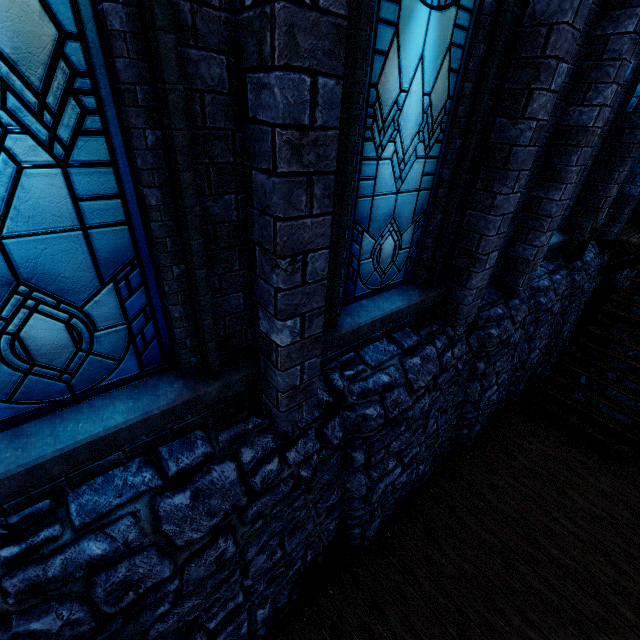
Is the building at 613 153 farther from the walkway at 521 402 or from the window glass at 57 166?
the walkway at 521 402

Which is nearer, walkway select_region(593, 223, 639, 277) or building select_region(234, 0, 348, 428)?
building select_region(234, 0, 348, 428)

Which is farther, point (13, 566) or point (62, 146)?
point (13, 566)

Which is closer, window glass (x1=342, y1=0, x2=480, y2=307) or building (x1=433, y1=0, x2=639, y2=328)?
window glass (x1=342, y1=0, x2=480, y2=307)

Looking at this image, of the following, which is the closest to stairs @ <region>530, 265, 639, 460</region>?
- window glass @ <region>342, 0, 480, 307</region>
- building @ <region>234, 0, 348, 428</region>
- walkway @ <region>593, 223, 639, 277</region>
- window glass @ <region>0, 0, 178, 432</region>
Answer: walkway @ <region>593, 223, 639, 277</region>

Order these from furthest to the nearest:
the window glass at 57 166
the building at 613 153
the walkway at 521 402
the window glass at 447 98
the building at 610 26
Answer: the building at 613 153
the walkway at 521 402
the building at 610 26
the window glass at 447 98
the window glass at 57 166

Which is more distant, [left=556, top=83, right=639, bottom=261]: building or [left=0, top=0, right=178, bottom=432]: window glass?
[left=556, top=83, right=639, bottom=261]: building

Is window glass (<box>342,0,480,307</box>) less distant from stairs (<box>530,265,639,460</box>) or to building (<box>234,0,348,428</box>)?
building (<box>234,0,348,428</box>)
